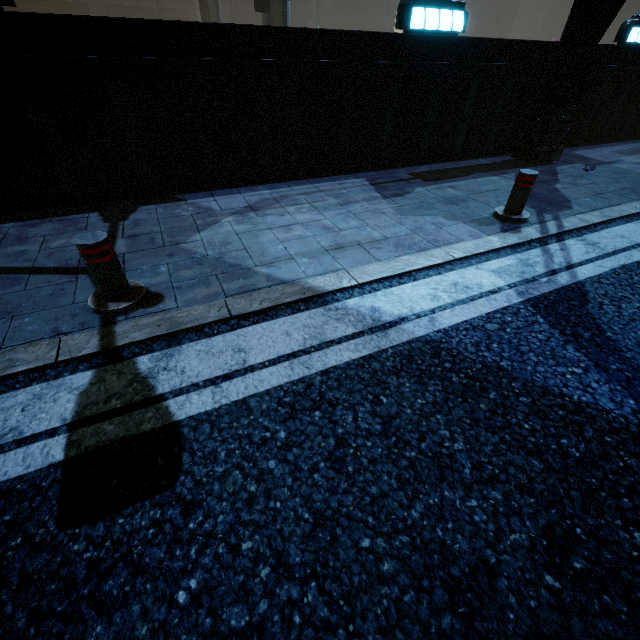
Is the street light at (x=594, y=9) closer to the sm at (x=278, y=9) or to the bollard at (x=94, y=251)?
the bollard at (x=94, y=251)

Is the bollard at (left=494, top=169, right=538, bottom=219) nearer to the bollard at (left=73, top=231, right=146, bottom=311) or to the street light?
the street light

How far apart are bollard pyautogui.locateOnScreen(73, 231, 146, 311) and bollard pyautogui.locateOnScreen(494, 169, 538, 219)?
4.6 meters

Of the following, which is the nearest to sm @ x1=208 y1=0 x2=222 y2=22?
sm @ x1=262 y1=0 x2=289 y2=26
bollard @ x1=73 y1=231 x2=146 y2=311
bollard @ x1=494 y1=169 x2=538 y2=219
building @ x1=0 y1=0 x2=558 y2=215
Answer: building @ x1=0 y1=0 x2=558 y2=215

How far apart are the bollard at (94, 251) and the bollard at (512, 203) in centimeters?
457cm

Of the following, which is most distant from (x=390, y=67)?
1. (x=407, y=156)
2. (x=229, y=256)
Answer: (x=229, y=256)

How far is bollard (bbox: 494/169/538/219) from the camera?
4.2m

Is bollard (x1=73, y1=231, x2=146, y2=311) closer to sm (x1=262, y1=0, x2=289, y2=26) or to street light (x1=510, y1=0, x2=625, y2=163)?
street light (x1=510, y1=0, x2=625, y2=163)
